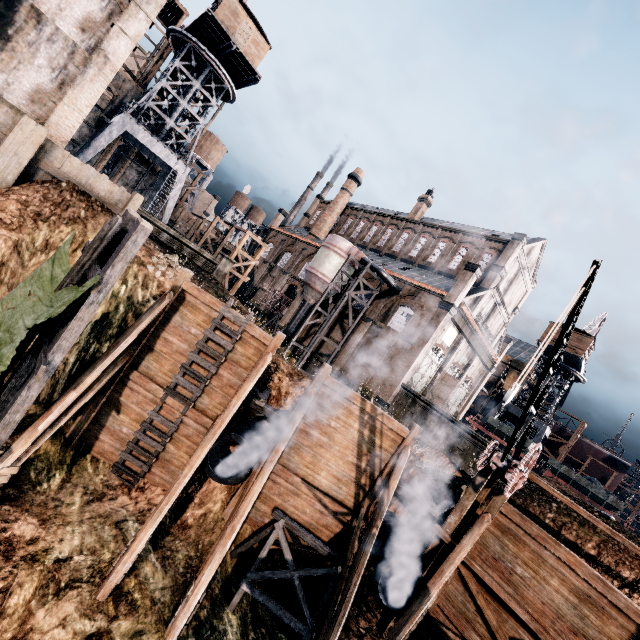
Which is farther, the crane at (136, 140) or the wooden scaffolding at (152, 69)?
the wooden scaffolding at (152, 69)

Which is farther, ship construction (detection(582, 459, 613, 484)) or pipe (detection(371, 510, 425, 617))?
ship construction (detection(582, 459, 613, 484))

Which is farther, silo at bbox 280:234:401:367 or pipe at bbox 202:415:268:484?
silo at bbox 280:234:401:367

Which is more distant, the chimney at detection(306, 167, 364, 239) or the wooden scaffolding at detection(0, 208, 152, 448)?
the chimney at detection(306, 167, 364, 239)

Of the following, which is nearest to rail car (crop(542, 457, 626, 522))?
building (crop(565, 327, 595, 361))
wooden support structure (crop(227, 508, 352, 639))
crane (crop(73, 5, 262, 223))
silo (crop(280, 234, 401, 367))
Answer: building (crop(565, 327, 595, 361))

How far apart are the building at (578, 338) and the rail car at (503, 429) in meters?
12.8 m

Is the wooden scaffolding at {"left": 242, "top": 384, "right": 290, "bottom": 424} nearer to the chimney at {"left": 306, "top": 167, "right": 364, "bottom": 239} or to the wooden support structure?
the wooden support structure

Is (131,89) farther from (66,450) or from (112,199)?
(66,450)
